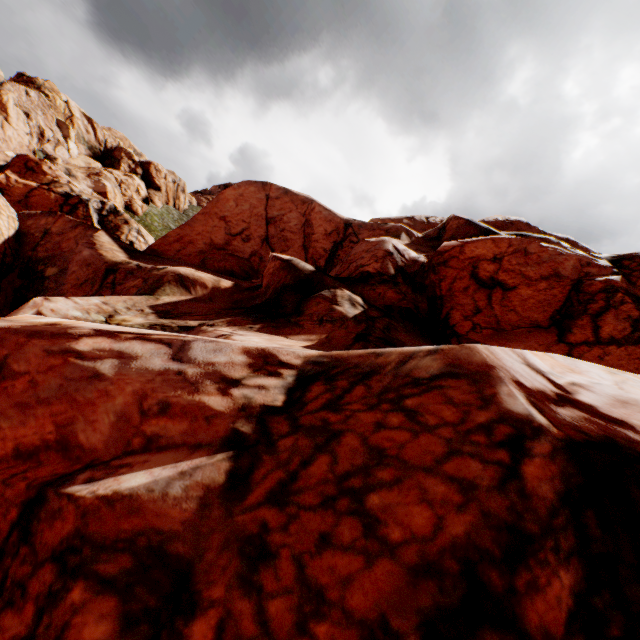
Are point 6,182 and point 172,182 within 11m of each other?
no
